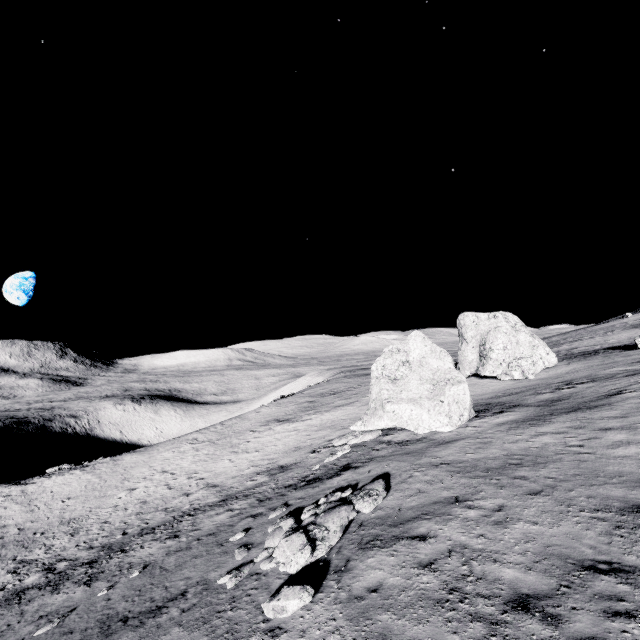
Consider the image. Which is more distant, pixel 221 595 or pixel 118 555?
pixel 118 555

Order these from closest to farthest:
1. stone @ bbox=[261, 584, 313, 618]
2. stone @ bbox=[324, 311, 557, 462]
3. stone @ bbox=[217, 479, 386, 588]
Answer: stone @ bbox=[261, 584, 313, 618] → stone @ bbox=[217, 479, 386, 588] → stone @ bbox=[324, 311, 557, 462]

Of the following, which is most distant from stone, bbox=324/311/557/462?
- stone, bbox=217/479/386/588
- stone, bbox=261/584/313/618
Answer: stone, bbox=261/584/313/618

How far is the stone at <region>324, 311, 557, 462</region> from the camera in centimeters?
1783cm

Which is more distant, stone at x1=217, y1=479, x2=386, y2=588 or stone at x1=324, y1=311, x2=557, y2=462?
stone at x1=324, y1=311, x2=557, y2=462

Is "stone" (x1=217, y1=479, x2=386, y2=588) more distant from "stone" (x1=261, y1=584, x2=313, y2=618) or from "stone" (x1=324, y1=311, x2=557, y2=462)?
"stone" (x1=324, y1=311, x2=557, y2=462)

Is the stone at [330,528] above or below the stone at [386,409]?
below

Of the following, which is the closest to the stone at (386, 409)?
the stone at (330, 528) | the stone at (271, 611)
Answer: the stone at (330, 528)
